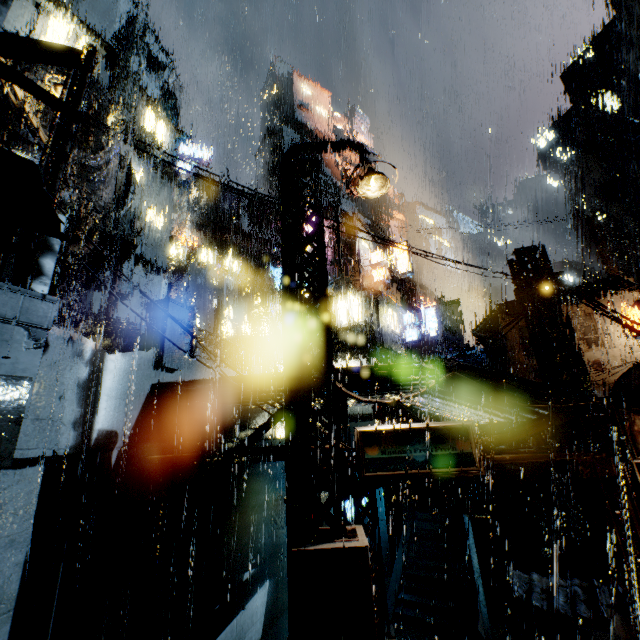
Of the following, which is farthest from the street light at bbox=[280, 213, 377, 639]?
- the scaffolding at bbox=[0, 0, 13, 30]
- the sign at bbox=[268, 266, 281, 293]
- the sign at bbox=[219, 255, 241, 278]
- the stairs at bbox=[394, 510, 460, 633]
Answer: the sign at bbox=[268, 266, 281, 293]

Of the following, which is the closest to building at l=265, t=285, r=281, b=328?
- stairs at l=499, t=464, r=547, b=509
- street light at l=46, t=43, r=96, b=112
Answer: stairs at l=499, t=464, r=547, b=509

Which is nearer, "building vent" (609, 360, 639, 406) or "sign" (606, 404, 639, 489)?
"sign" (606, 404, 639, 489)

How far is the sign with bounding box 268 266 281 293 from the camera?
26.77m

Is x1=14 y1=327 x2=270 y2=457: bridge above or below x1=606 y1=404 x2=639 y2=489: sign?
above

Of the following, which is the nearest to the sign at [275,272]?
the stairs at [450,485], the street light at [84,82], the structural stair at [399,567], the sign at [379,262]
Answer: the sign at [379,262]

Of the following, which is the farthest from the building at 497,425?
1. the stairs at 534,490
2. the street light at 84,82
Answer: the street light at 84,82

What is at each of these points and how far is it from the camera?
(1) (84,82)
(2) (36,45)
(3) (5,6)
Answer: (1) street light, 6.9 meters
(2) scaffolding, 1.1 meters
(3) scaffolding, 1.1 meters
